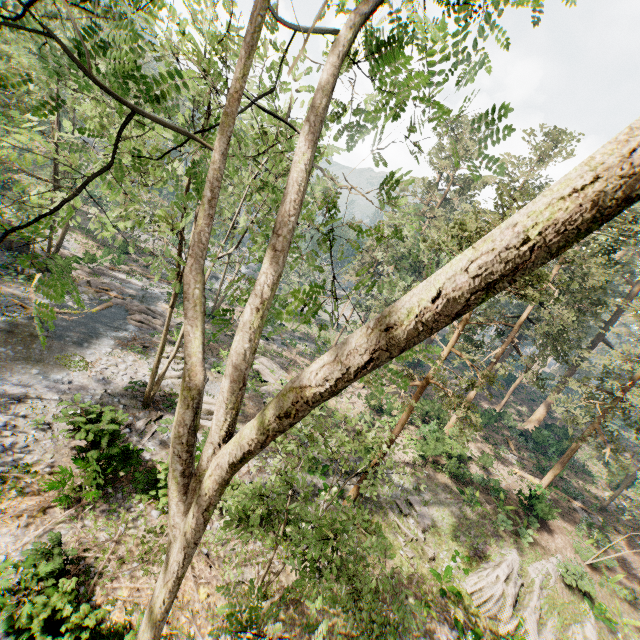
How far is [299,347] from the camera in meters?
39.4

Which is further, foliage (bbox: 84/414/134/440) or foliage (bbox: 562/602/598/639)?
foliage (bbox: 562/602/598/639)

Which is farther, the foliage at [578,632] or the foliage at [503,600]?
the foliage at [578,632]

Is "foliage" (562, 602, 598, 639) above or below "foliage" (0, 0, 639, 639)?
below

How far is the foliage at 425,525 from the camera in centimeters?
1723cm
